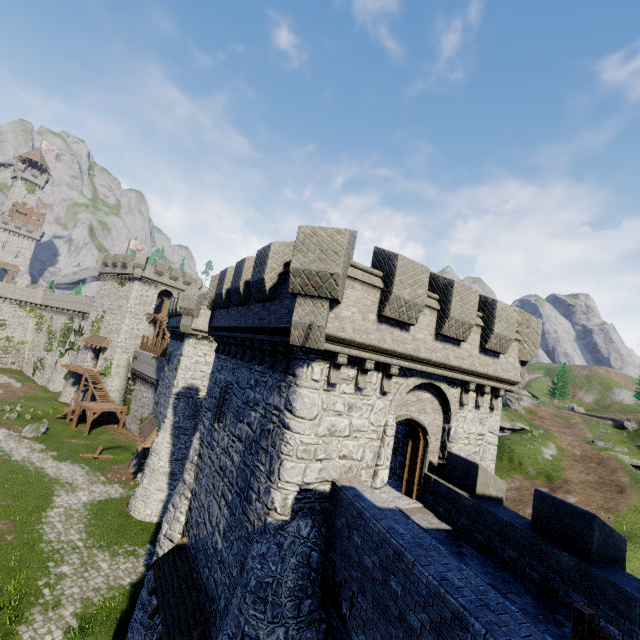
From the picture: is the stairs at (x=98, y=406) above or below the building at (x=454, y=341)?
below

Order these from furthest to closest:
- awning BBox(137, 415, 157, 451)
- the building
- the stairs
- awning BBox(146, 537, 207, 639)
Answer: the stairs, awning BBox(137, 415, 157, 451), awning BBox(146, 537, 207, 639), the building

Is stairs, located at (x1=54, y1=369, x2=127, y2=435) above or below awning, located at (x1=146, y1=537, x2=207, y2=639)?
below

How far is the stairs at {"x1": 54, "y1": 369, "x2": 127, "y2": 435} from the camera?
37.50m

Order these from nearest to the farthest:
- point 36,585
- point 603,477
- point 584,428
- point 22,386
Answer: point 36,585 → point 603,477 → point 22,386 → point 584,428

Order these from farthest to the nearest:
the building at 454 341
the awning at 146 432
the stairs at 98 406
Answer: the stairs at 98 406, the awning at 146 432, the building at 454 341

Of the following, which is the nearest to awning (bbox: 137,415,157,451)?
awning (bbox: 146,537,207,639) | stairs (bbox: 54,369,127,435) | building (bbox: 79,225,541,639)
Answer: building (bbox: 79,225,541,639)

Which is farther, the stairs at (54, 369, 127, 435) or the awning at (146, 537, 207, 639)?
the stairs at (54, 369, 127, 435)
